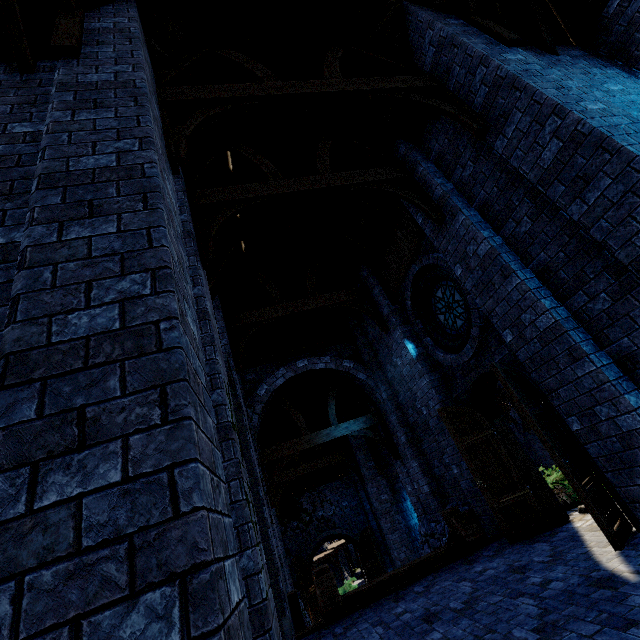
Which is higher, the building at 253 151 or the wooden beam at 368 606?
the building at 253 151

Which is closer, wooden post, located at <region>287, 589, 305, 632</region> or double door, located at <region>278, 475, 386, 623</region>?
wooden post, located at <region>287, 589, 305, 632</region>

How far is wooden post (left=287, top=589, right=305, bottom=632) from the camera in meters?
6.1 m

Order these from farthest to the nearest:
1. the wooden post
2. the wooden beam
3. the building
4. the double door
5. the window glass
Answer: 1. the double door
2. the window glass
3. the wooden post
4. the wooden beam
5. the building

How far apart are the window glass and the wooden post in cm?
627

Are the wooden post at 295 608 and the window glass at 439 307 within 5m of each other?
no

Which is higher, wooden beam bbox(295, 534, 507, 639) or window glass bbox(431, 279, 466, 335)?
window glass bbox(431, 279, 466, 335)

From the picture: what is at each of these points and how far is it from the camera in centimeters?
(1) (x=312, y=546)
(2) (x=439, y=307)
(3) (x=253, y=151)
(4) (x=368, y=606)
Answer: (1) double door, 1596cm
(2) window glass, 779cm
(3) building, 669cm
(4) wooden beam, 575cm
